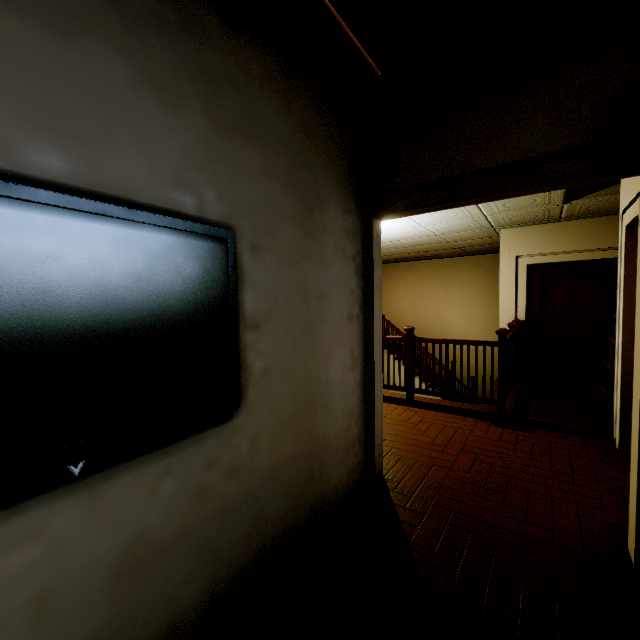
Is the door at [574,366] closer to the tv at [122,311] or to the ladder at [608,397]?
the ladder at [608,397]

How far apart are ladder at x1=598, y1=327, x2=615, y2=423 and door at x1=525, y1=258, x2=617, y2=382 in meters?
1.5

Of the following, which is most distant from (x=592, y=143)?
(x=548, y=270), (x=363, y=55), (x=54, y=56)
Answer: (x=548, y=270)

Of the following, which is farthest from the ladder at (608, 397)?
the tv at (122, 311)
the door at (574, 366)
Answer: the tv at (122, 311)

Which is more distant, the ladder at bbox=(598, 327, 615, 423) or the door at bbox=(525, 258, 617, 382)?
the door at bbox=(525, 258, 617, 382)

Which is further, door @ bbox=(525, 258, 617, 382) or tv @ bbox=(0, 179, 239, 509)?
door @ bbox=(525, 258, 617, 382)

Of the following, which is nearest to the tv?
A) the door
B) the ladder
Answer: the ladder
